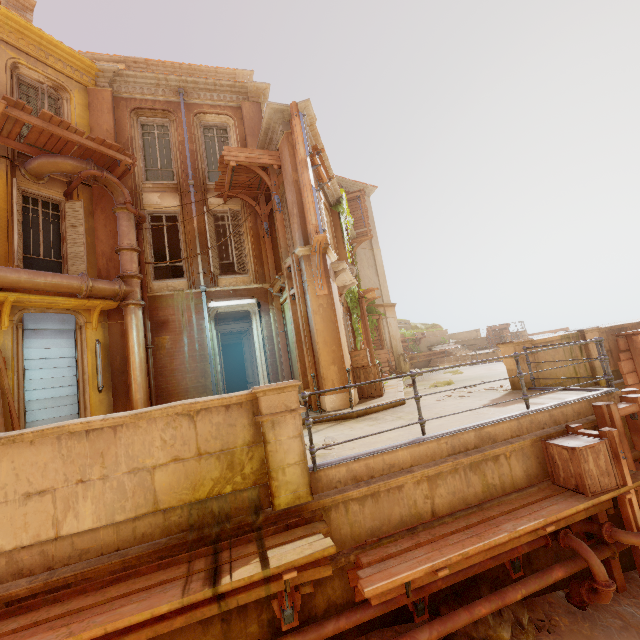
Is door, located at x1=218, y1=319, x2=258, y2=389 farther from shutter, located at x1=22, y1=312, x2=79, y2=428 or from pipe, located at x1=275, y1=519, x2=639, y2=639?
pipe, located at x1=275, y1=519, x2=639, y2=639

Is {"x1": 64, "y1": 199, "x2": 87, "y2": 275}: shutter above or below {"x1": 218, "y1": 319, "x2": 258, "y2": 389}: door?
above

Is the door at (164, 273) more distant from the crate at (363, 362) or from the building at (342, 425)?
the crate at (363, 362)

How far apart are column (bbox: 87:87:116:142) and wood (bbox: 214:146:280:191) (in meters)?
3.12

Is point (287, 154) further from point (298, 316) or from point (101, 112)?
point (101, 112)

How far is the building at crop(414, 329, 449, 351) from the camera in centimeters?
2994cm

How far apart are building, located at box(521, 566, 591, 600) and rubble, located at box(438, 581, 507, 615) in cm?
1

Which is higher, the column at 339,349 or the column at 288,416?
the column at 339,349
